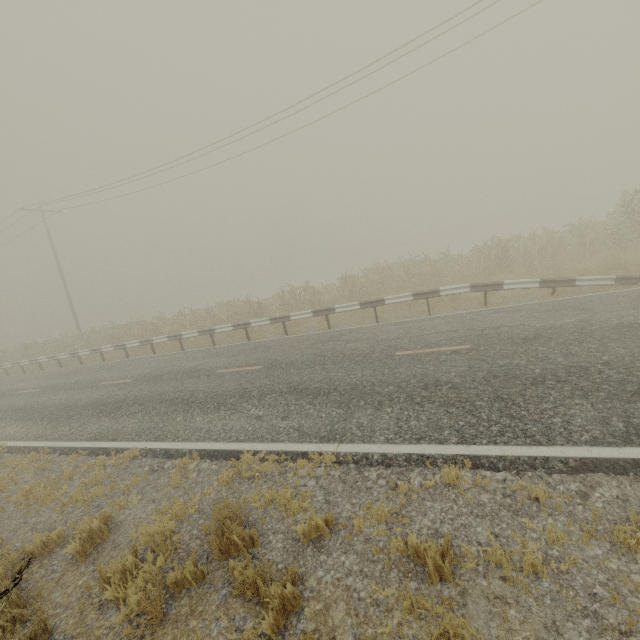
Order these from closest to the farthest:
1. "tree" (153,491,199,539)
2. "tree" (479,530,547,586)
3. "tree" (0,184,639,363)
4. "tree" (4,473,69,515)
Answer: "tree" (479,530,547,586) < "tree" (153,491,199,539) < "tree" (4,473,69,515) < "tree" (0,184,639,363)

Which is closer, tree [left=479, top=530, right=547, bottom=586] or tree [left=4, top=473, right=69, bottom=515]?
tree [left=479, top=530, right=547, bottom=586]

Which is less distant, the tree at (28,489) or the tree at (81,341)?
the tree at (28,489)

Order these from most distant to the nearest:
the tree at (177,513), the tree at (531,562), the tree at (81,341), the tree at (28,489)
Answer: the tree at (81,341), the tree at (28,489), the tree at (177,513), the tree at (531,562)

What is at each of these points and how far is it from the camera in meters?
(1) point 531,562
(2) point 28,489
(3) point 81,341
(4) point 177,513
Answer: (1) tree, 2.9 m
(2) tree, 6.4 m
(3) tree, 21.8 m
(4) tree, 4.8 m

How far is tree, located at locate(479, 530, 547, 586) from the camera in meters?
2.9
